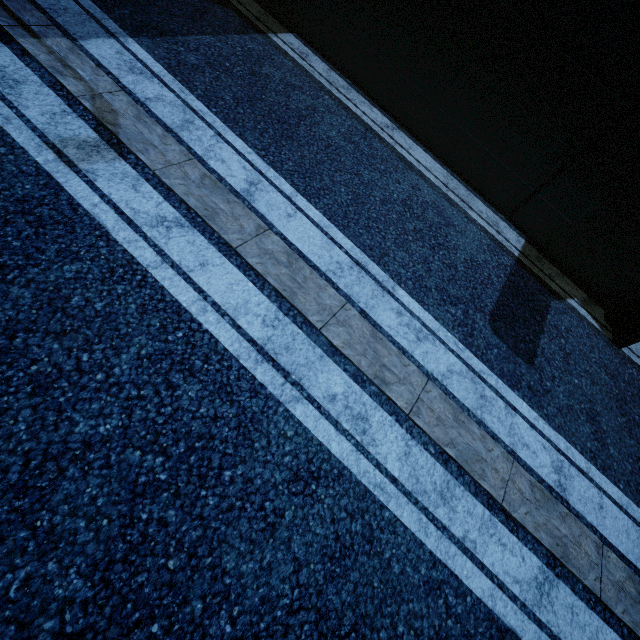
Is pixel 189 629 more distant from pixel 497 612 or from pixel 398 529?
pixel 497 612
